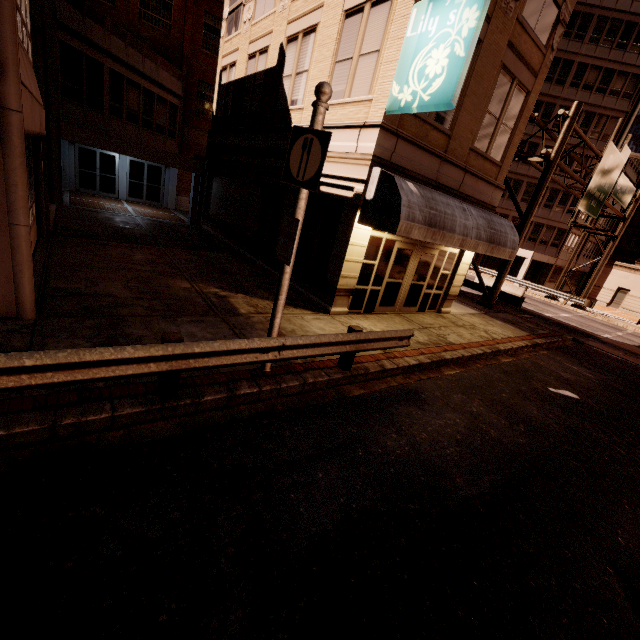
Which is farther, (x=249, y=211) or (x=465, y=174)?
(x=249, y=211)

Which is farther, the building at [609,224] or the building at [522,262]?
the building at [609,224]

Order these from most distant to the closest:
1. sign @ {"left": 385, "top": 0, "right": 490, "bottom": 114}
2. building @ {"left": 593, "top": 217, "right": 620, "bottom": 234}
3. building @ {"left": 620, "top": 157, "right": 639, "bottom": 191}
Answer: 1. building @ {"left": 593, "top": 217, "right": 620, "bottom": 234}
2. building @ {"left": 620, "top": 157, "right": 639, "bottom": 191}
3. sign @ {"left": 385, "top": 0, "right": 490, "bottom": 114}

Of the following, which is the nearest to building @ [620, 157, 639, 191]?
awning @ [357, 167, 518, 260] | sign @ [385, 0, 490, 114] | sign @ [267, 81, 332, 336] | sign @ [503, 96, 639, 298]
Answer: sign @ [503, 96, 639, 298]

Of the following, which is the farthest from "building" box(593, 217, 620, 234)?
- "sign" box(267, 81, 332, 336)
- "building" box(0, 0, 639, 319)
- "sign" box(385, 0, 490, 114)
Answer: "sign" box(267, 81, 332, 336)

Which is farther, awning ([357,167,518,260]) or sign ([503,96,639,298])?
sign ([503,96,639,298])

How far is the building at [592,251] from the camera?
40.91m

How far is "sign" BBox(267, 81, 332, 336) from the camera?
4.7 meters
